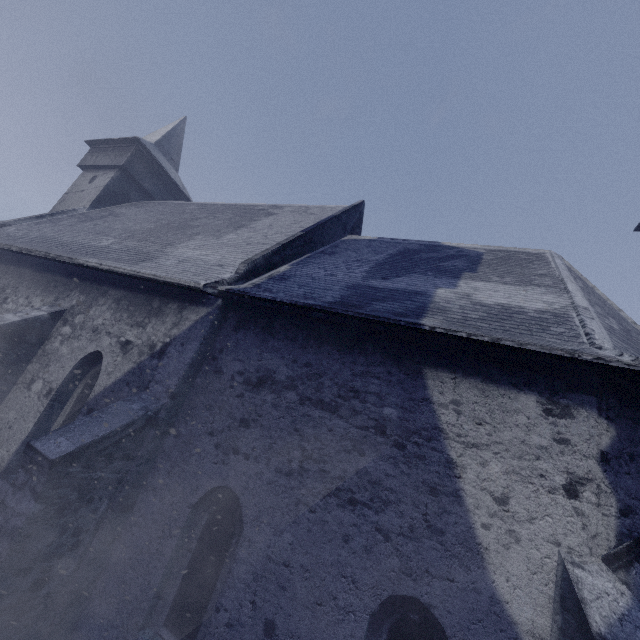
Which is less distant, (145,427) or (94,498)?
(94,498)
